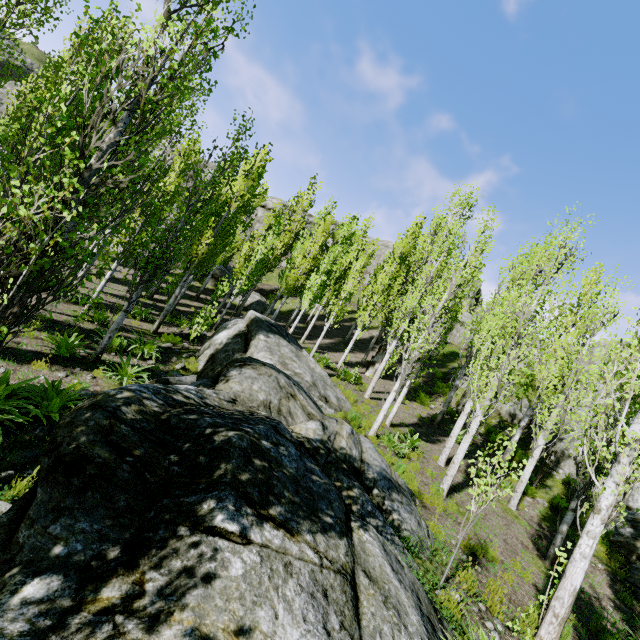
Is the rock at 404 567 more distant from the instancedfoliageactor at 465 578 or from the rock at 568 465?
the rock at 568 465

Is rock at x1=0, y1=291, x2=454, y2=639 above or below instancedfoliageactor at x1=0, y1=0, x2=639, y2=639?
below

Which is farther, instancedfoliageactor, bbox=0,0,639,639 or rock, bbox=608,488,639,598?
rock, bbox=608,488,639,598

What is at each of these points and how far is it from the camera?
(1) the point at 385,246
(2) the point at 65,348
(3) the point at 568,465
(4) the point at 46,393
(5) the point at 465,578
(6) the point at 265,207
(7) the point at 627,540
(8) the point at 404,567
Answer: (1) rock, 47.7 meters
(2) instancedfoliageactor, 8.1 meters
(3) rock, 14.8 meters
(4) instancedfoliageactor, 6.0 meters
(5) instancedfoliageactor, 5.3 meters
(6) rock, 45.5 meters
(7) rock, 10.9 meters
(8) rock, 4.0 meters

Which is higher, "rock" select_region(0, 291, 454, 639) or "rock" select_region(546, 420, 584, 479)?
"rock" select_region(546, 420, 584, 479)

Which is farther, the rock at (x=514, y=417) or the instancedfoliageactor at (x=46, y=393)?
the rock at (x=514, y=417)

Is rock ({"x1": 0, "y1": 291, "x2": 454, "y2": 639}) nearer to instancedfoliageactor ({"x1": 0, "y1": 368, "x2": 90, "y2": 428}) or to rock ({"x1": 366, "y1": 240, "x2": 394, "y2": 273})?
instancedfoliageactor ({"x1": 0, "y1": 368, "x2": 90, "y2": 428})

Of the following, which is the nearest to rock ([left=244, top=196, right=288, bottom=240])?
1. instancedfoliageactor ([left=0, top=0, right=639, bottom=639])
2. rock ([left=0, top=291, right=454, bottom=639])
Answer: instancedfoliageactor ([left=0, top=0, right=639, bottom=639])
